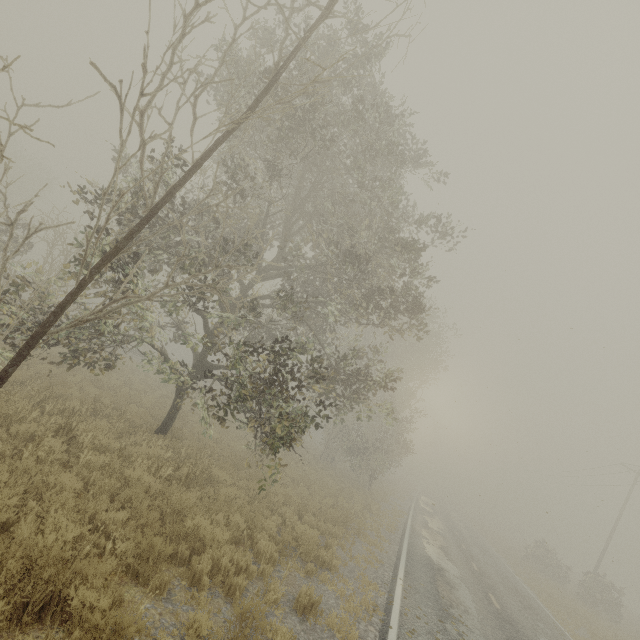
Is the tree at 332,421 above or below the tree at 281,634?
above

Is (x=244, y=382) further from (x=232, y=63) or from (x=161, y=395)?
(x=161, y=395)

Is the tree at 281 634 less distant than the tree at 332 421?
Yes

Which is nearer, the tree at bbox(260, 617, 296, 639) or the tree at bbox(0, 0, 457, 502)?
the tree at bbox(260, 617, 296, 639)

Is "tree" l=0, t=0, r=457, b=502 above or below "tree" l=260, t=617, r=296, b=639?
above
